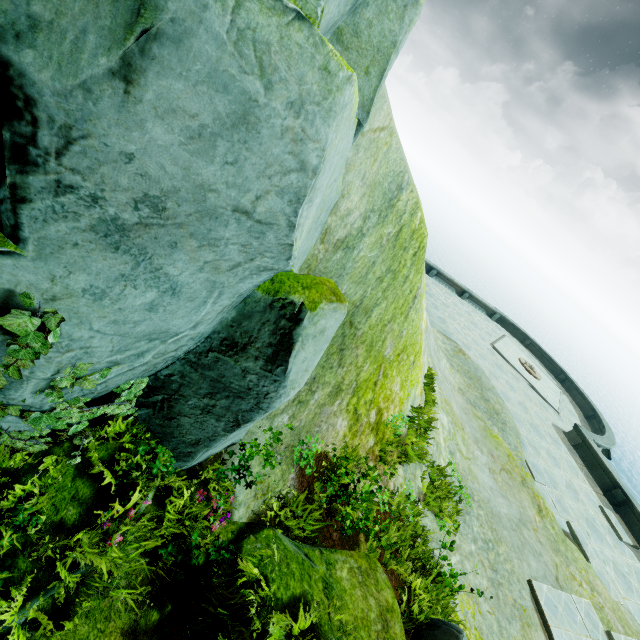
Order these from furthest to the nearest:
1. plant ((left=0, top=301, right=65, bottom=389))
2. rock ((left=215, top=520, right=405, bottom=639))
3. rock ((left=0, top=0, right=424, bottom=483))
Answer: rock ((left=215, top=520, right=405, bottom=639)), plant ((left=0, top=301, right=65, bottom=389)), rock ((left=0, top=0, right=424, bottom=483))

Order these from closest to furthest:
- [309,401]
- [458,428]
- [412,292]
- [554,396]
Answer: [309,401], [412,292], [458,428], [554,396]

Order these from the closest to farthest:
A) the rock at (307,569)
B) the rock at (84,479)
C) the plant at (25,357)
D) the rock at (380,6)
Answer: the rock at (380,6) → the plant at (25,357) → the rock at (84,479) → the rock at (307,569)

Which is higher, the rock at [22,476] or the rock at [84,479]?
the rock at [22,476]

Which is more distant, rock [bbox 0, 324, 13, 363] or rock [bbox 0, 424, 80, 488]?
rock [bbox 0, 424, 80, 488]

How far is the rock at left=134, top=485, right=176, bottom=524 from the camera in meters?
3.6
